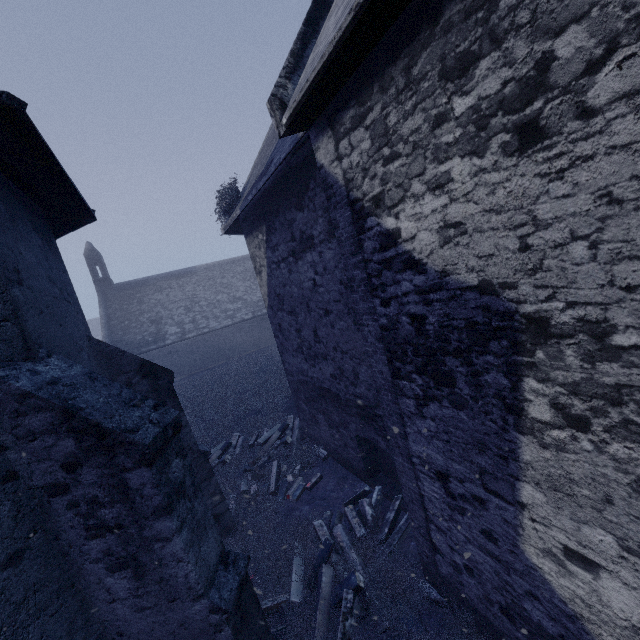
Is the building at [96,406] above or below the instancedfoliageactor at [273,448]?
above

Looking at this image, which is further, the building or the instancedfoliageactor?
the instancedfoliageactor

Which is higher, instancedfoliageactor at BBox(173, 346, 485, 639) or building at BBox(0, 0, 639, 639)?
building at BBox(0, 0, 639, 639)

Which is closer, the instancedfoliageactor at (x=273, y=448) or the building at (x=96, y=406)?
the building at (x=96, y=406)

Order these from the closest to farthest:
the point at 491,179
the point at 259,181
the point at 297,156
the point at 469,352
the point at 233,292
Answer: the point at 491,179 < the point at 469,352 < the point at 297,156 < the point at 259,181 < the point at 233,292
